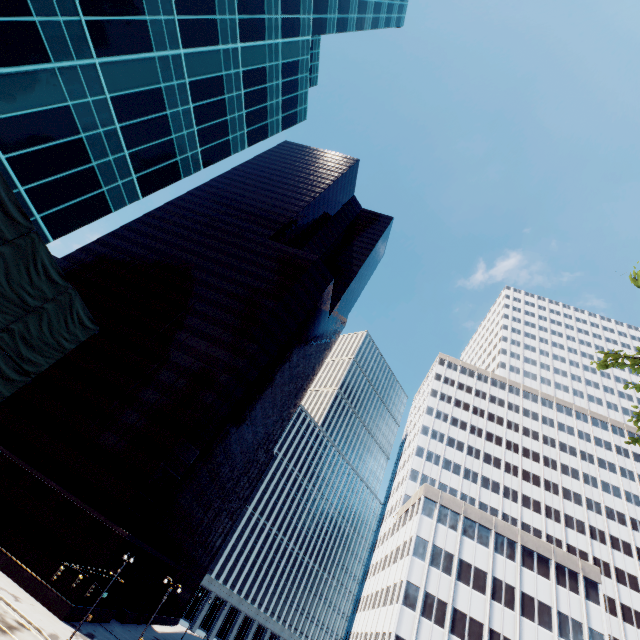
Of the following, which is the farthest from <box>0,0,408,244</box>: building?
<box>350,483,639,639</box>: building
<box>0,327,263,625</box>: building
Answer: <box>350,483,639,639</box>: building

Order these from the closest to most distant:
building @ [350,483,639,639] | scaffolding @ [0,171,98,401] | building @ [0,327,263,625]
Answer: scaffolding @ [0,171,98,401] < building @ [0,327,263,625] < building @ [350,483,639,639]

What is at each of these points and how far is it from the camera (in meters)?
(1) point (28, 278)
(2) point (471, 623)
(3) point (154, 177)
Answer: (1) scaffolding, 14.88
(2) building, 39.28
(3) building, 23.61

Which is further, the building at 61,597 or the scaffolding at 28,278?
the building at 61,597

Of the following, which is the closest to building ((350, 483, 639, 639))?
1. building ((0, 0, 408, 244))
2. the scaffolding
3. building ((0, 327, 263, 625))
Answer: building ((0, 327, 263, 625))

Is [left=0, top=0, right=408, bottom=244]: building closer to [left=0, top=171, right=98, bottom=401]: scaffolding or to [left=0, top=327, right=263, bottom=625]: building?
[left=0, top=171, right=98, bottom=401]: scaffolding

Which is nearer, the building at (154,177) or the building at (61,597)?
the building at (154,177)

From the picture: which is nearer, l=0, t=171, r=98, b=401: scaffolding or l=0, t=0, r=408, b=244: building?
l=0, t=171, r=98, b=401: scaffolding
